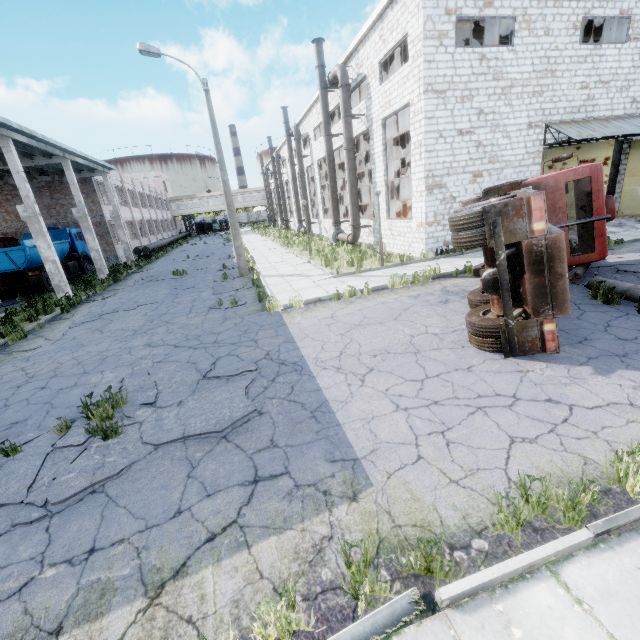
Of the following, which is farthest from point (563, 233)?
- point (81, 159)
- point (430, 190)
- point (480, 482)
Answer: point (81, 159)

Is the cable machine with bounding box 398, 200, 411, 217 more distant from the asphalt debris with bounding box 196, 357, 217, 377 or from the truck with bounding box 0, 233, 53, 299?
the truck with bounding box 0, 233, 53, 299

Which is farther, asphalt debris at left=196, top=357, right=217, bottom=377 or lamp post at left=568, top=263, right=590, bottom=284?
lamp post at left=568, top=263, right=590, bottom=284

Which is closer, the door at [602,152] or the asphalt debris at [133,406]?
the asphalt debris at [133,406]

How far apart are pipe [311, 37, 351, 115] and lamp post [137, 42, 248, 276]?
7.4 meters

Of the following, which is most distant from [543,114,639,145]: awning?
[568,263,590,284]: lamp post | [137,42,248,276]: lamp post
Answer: [137,42,248,276]: lamp post

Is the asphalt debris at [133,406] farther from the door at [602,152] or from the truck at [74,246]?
the door at [602,152]
